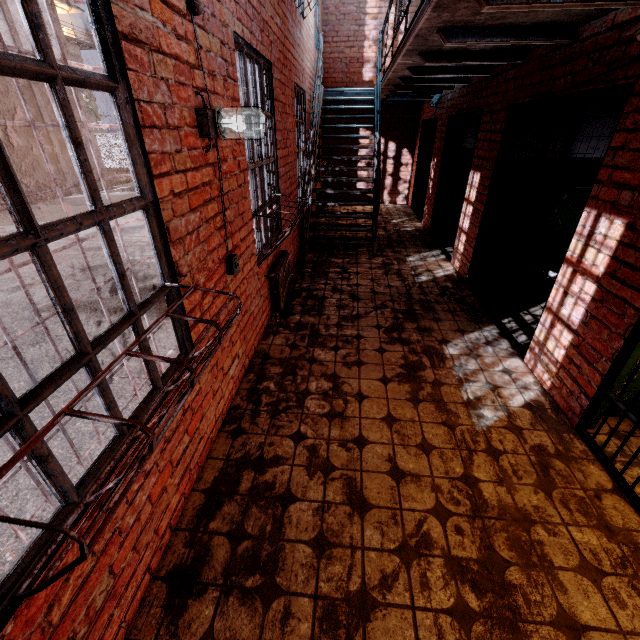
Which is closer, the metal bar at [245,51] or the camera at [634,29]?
the camera at [634,29]

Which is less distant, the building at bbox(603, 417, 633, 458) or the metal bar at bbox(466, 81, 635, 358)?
the building at bbox(603, 417, 633, 458)

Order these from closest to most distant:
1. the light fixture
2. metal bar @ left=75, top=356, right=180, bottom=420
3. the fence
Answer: metal bar @ left=75, top=356, right=180, bottom=420, the light fixture, the fence

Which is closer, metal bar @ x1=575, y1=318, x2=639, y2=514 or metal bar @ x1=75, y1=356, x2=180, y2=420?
metal bar @ x1=75, y1=356, x2=180, y2=420

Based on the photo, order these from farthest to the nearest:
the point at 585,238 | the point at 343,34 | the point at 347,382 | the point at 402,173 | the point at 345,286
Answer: the point at 402,173, the point at 343,34, the point at 345,286, the point at 347,382, the point at 585,238

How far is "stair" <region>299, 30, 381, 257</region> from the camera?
6.23m

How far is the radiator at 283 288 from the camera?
3.96m

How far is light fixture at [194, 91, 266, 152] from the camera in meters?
2.0 m
